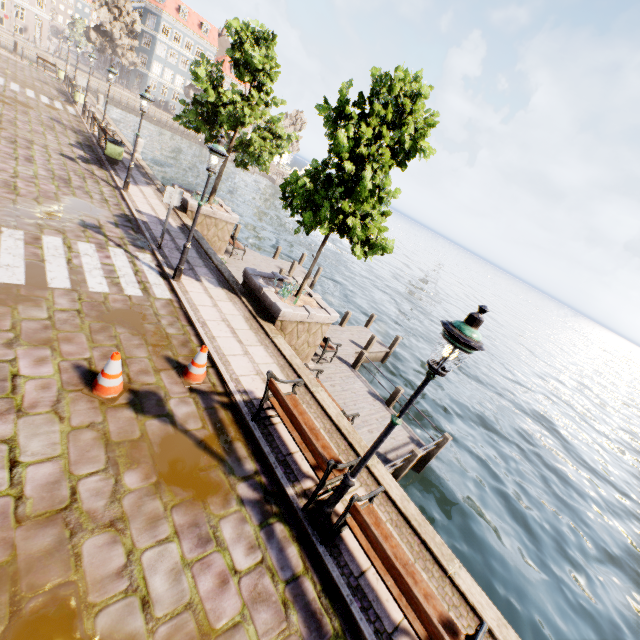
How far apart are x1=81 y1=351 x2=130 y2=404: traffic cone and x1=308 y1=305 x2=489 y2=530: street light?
3.5 meters

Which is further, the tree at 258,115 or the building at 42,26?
the building at 42,26

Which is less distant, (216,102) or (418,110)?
(418,110)

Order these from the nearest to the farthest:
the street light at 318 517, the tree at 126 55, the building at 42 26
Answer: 1. the street light at 318 517
2. the tree at 126 55
3. the building at 42 26

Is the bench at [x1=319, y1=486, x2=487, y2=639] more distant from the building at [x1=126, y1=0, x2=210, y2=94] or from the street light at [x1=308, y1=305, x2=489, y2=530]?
the building at [x1=126, y1=0, x2=210, y2=94]

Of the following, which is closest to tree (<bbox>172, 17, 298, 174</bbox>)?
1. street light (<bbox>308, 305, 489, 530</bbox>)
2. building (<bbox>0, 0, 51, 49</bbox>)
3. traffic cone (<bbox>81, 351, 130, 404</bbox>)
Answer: building (<bbox>0, 0, 51, 49</bbox>)

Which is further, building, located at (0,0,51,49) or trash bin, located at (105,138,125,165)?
building, located at (0,0,51,49)

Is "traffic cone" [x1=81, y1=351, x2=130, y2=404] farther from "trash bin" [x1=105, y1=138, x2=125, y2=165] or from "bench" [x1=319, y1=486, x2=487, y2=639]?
"trash bin" [x1=105, y1=138, x2=125, y2=165]
